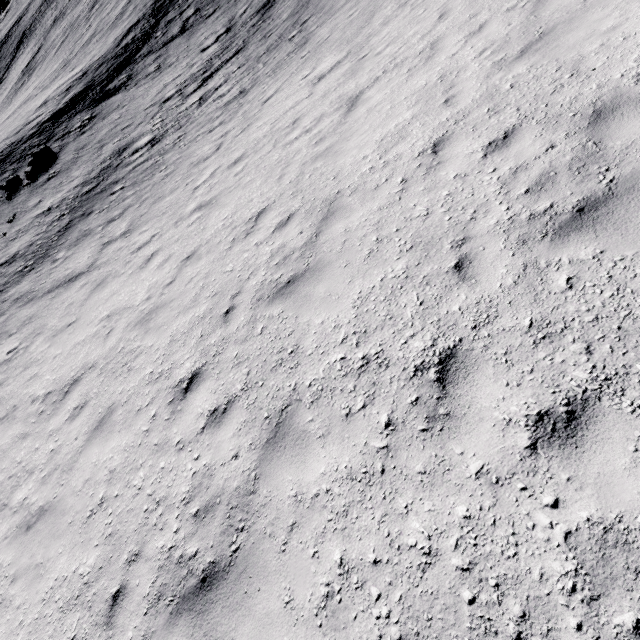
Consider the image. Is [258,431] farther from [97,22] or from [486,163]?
[97,22]

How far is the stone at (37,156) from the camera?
21.44m

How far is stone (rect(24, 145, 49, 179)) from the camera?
21.4 meters
